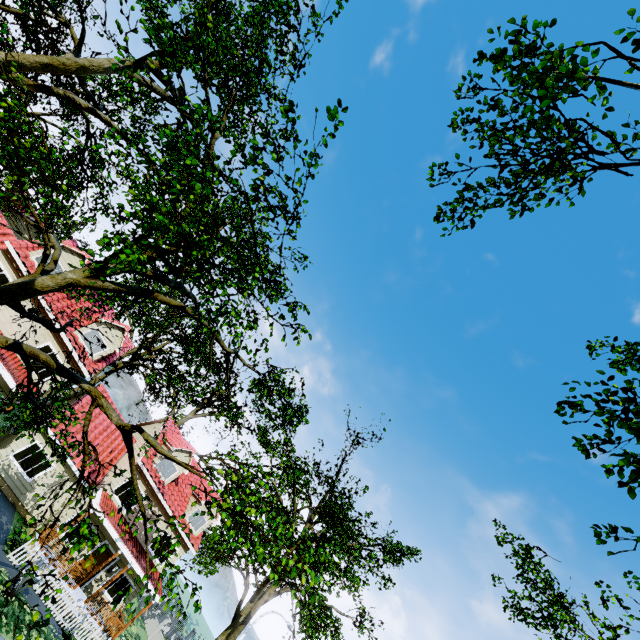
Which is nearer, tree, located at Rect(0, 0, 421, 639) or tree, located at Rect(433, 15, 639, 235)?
tree, located at Rect(0, 0, 421, 639)

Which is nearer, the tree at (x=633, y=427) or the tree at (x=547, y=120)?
the tree at (x=633, y=427)

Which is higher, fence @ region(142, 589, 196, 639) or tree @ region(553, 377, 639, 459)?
tree @ region(553, 377, 639, 459)

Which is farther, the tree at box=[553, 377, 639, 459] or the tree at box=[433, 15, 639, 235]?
the tree at box=[433, 15, 639, 235]

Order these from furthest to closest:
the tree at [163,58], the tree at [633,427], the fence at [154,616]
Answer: the fence at [154,616] → the tree at [163,58] → the tree at [633,427]

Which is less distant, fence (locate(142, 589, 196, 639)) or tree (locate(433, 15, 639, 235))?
tree (locate(433, 15, 639, 235))

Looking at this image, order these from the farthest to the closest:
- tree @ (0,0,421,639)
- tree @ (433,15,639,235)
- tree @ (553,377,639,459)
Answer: tree @ (433,15,639,235) → tree @ (0,0,421,639) → tree @ (553,377,639,459)

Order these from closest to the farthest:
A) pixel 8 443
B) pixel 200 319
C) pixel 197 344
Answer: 1. pixel 200 319
2. pixel 197 344
3. pixel 8 443
